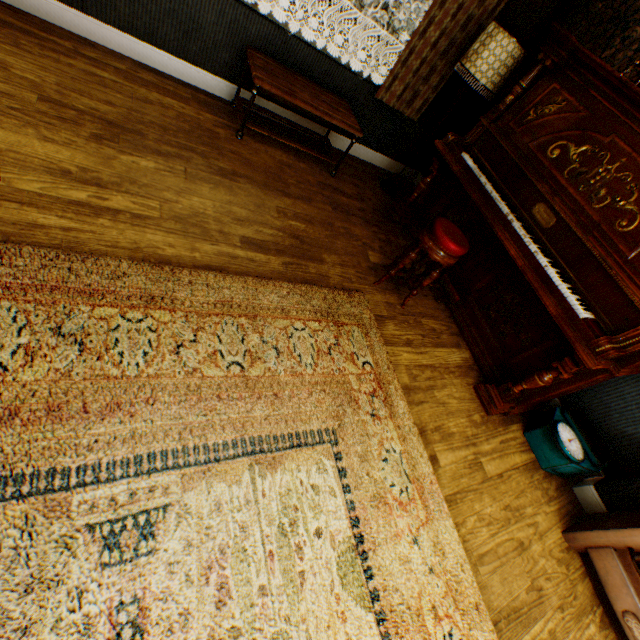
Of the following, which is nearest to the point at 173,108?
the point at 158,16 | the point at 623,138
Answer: the point at 158,16

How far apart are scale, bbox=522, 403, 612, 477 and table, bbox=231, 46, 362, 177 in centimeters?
321cm

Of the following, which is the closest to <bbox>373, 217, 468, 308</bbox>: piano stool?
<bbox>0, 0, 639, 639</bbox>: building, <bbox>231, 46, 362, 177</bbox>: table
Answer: <bbox>0, 0, 639, 639</bbox>: building

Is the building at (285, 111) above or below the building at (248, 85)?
below

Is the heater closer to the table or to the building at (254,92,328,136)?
the building at (254,92,328,136)

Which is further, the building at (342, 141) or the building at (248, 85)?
the building at (342, 141)

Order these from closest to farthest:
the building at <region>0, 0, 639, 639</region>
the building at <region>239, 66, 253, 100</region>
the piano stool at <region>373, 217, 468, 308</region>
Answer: the building at <region>0, 0, 639, 639</region>, the piano stool at <region>373, 217, 468, 308</region>, the building at <region>239, 66, 253, 100</region>

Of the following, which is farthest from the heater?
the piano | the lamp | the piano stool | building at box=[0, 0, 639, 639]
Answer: the lamp
